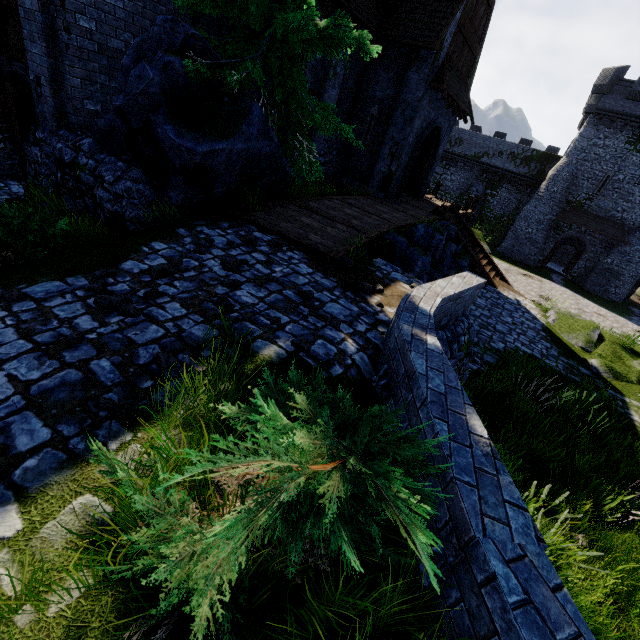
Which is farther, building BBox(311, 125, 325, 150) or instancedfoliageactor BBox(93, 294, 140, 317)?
building BBox(311, 125, 325, 150)

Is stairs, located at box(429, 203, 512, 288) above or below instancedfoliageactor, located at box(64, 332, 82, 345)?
below

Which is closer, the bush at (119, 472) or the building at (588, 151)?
the bush at (119, 472)

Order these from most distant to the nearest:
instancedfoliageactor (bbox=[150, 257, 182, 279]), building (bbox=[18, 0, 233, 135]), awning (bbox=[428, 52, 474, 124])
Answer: awning (bbox=[428, 52, 474, 124])
building (bbox=[18, 0, 233, 135])
instancedfoliageactor (bbox=[150, 257, 182, 279])

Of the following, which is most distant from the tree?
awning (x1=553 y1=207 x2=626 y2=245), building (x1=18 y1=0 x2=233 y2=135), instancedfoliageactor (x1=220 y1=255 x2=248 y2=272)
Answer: awning (x1=553 y1=207 x2=626 y2=245)

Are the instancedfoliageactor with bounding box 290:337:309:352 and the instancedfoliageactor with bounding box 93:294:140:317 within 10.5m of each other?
yes

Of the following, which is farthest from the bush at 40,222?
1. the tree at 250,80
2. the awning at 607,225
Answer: the awning at 607,225

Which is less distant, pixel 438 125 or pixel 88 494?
pixel 88 494
